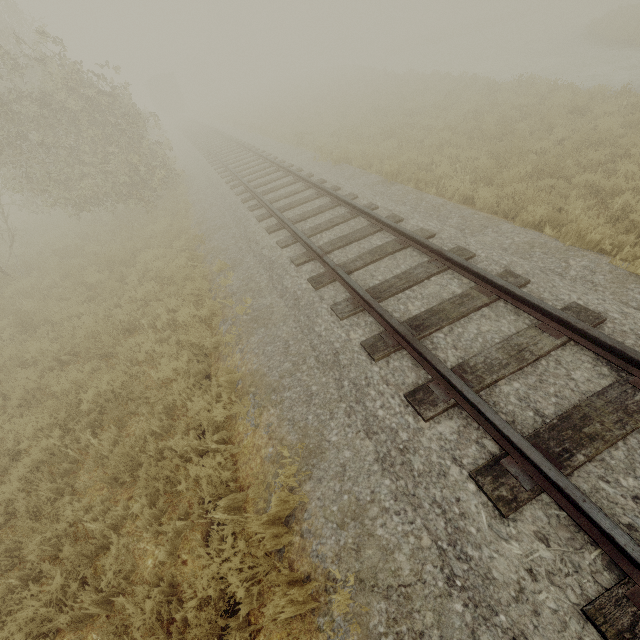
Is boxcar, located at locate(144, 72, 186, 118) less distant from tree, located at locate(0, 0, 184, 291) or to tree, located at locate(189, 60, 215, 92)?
tree, located at locate(189, 60, 215, 92)

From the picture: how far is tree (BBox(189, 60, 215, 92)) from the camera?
58.41m

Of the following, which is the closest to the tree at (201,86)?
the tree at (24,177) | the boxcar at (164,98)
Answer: the boxcar at (164,98)

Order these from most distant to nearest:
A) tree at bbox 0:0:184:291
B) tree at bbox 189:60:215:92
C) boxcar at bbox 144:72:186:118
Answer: tree at bbox 189:60:215:92, boxcar at bbox 144:72:186:118, tree at bbox 0:0:184:291

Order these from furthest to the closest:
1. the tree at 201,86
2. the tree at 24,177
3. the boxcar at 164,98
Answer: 1. the tree at 201,86
2. the boxcar at 164,98
3. the tree at 24,177

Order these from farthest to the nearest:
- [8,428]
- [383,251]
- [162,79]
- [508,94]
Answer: [162,79] → [508,94] → [383,251] → [8,428]
